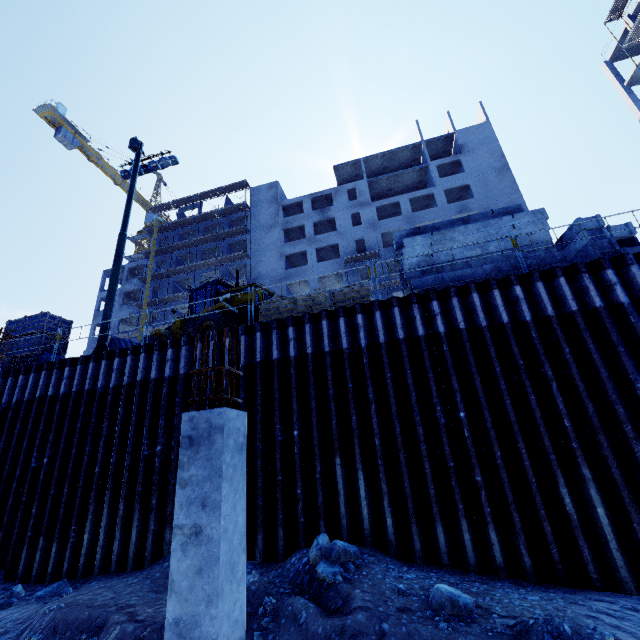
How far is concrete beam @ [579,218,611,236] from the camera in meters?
8.5 m

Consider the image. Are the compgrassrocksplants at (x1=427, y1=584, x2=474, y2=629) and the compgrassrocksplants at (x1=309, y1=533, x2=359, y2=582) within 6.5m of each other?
yes

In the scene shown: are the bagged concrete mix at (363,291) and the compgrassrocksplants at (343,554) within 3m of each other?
no

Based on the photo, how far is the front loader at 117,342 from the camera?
16.0m

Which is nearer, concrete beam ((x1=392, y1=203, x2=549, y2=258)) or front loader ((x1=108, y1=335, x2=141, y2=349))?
concrete beam ((x1=392, y1=203, x2=549, y2=258))

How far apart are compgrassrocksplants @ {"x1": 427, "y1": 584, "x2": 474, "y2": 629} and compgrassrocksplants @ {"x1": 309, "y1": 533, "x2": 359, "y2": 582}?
1.3 meters

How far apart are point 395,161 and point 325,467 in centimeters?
4510cm

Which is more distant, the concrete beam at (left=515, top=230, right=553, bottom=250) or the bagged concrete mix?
the bagged concrete mix
